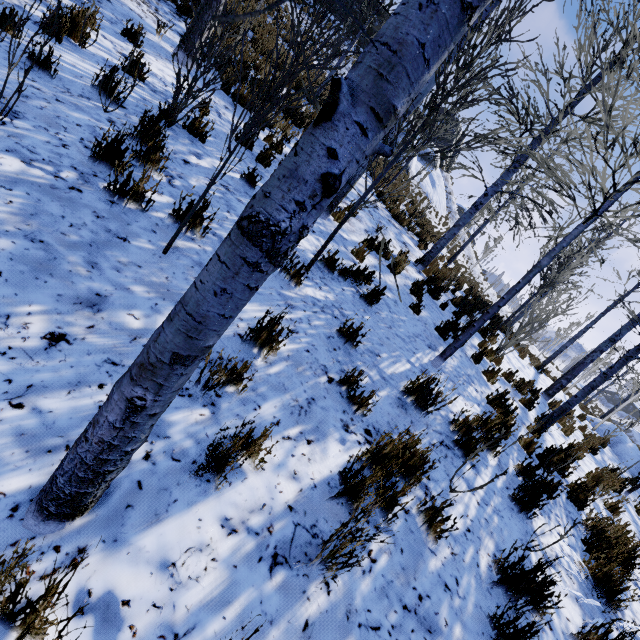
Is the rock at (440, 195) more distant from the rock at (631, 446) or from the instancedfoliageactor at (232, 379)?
the instancedfoliageactor at (232, 379)

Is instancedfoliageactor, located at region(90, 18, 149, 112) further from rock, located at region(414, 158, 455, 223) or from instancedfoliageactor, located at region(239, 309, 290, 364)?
rock, located at region(414, 158, 455, 223)

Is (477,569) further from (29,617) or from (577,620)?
(29,617)

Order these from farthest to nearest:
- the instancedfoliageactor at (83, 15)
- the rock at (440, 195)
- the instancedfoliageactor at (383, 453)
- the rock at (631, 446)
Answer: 1. the rock at (440, 195)
2. the rock at (631, 446)
3. the instancedfoliageactor at (83, 15)
4. the instancedfoliageactor at (383, 453)

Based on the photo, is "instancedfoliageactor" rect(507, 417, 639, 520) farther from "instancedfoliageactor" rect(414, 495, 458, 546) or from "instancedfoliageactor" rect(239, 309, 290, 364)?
"instancedfoliageactor" rect(239, 309, 290, 364)

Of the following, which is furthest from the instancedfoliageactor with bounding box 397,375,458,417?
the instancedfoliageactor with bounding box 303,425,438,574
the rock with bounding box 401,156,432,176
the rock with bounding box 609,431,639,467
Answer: the rock with bounding box 401,156,432,176

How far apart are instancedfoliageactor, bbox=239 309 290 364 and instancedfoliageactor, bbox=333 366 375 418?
0.69m

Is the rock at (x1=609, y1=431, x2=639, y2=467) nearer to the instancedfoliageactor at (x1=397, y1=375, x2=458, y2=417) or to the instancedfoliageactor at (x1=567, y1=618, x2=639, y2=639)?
the instancedfoliageactor at (x1=567, y1=618, x2=639, y2=639)
